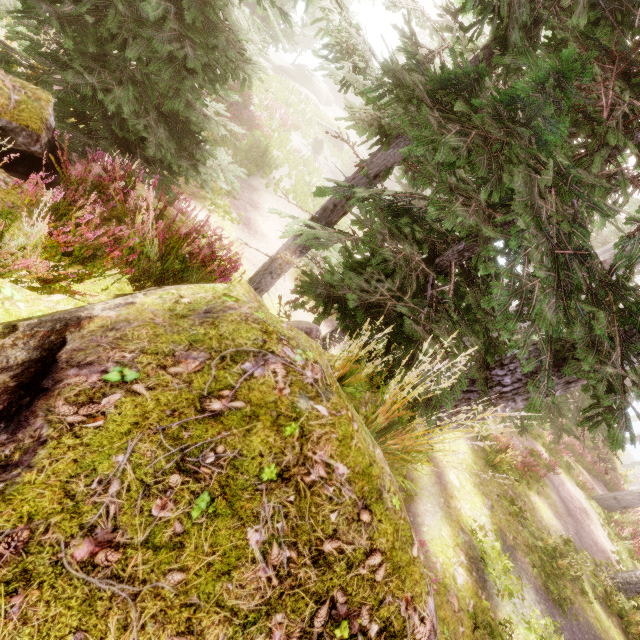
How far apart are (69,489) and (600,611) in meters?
14.8 m

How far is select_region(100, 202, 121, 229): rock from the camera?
3.77m

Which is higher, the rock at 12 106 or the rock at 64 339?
the rock at 64 339

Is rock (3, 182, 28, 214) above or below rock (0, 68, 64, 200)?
above

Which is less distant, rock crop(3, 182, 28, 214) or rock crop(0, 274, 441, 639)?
rock crop(0, 274, 441, 639)

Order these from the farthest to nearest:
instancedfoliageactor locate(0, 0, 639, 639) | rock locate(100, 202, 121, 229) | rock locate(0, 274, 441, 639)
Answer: rock locate(100, 202, 121, 229), instancedfoliageactor locate(0, 0, 639, 639), rock locate(0, 274, 441, 639)
